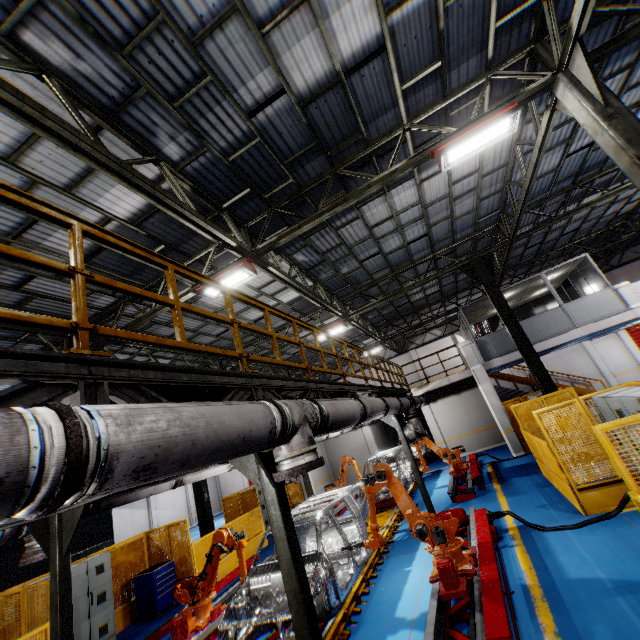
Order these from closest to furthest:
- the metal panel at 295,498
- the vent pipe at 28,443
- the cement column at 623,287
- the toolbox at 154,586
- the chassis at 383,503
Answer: the vent pipe at 28,443, the toolbox at 154,586, the chassis at 383,503, the cement column at 623,287, the metal panel at 295,498

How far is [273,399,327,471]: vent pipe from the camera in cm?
345

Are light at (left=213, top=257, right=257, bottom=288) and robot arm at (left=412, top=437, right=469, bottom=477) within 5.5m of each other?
no

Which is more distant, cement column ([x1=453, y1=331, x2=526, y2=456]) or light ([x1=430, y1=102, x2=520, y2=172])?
cement column ([x1=453, y1=331, x2=526, y2=456])

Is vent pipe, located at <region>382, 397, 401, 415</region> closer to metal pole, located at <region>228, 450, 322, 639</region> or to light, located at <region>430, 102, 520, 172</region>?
metal pole, located at <region>228, 450, 322, 639</region>

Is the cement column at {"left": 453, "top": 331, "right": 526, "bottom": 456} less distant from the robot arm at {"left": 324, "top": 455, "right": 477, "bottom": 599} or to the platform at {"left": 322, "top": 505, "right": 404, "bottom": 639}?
the platform at {"left": 322, "top": 505, "right": 404, "bottom": 639}

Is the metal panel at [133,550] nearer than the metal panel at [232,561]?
Yes

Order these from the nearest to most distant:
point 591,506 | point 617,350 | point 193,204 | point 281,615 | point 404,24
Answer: point 281,615 < point 404,24 < point 591,506 < point 193,204 < point 617,350
